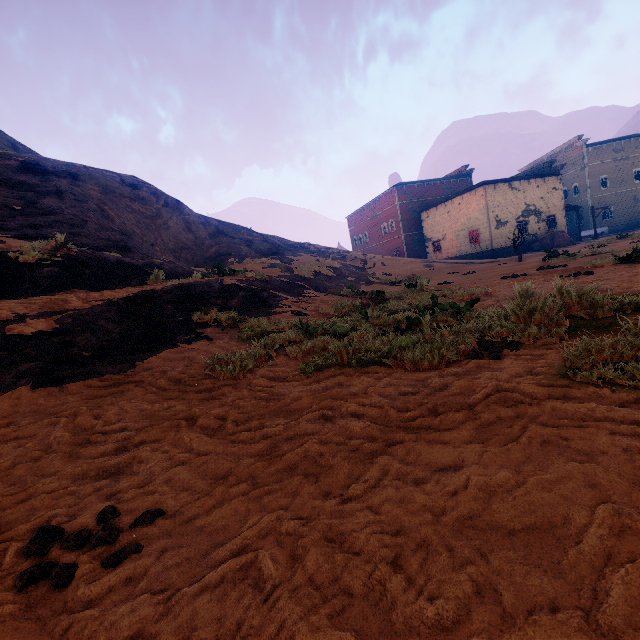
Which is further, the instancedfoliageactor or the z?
the instancedfoliageactor

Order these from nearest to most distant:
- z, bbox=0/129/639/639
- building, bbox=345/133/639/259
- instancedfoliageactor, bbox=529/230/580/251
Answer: z, bbox=0/129/639/639
instancedfoliageactor, bbox=529/230/580/251
building, bbox=345/133/639/259

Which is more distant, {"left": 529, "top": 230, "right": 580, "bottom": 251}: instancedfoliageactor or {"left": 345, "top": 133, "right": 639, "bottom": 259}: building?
{"left": 345, "top": 133, "right": 639, "bottom": 259}: building

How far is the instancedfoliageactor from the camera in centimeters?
2911cm

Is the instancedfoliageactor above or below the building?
below

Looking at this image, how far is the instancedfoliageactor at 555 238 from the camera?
29.11m

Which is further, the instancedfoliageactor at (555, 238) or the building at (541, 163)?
the building at (541, 163)

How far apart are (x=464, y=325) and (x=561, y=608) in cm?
373
